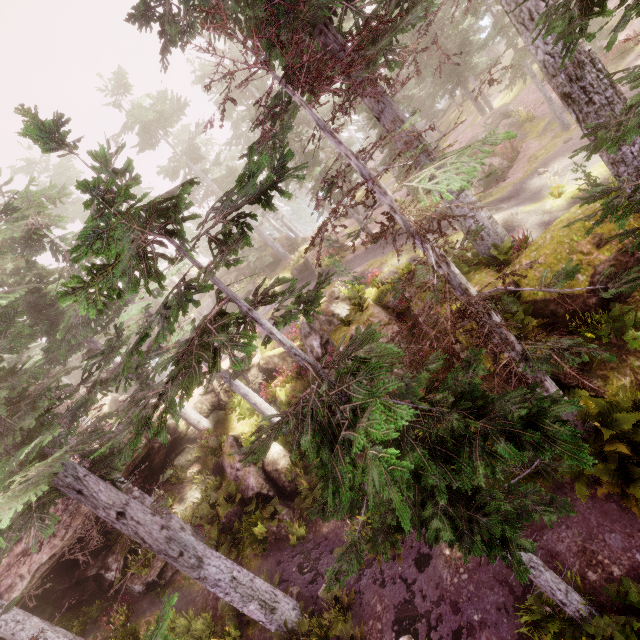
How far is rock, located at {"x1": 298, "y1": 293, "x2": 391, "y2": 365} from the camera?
12.7 meters

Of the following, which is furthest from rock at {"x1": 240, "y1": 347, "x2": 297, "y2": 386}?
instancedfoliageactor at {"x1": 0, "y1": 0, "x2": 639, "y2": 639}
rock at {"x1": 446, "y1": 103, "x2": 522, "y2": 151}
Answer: rock at {"x1": 446, "y1": 103, "x2": 522, "y2": 151}

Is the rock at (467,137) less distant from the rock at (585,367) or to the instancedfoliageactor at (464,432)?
the instancedfoliageactor at (464,432)

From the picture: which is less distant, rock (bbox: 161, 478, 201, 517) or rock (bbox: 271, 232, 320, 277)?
rock (bbox: 161, 478, 201, 517)

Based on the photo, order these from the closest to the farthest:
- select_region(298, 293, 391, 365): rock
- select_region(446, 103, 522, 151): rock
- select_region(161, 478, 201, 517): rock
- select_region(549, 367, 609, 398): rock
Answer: select_region(549, 367, 609, 398): rock, select_region(298, 293, 391, 365): rock, select_region(161, 478, 201, 517): rock, select_region(446, 103, 522, 151): rock

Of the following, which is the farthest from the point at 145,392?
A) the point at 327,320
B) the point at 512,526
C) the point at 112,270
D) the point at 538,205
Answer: the point at 538,205
